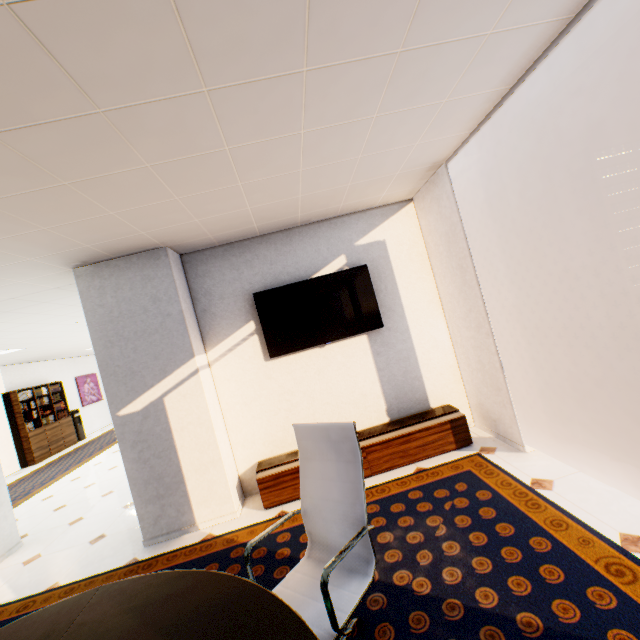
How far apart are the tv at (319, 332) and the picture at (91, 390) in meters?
12.2

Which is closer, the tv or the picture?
the tv

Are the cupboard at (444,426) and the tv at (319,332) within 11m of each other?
yes

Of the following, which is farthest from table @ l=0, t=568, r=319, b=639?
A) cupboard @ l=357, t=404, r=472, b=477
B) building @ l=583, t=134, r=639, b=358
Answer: building @ l=583, t=134, r=639, b=358

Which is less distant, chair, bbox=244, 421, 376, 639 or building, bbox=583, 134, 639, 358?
chair, bbox=244, 421, 376, 639

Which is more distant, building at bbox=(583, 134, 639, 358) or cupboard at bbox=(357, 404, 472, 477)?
building at bbox=(583, 134, 639, 358)

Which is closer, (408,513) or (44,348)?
(408,513)

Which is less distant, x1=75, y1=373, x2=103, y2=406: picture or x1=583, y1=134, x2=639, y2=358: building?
x1=75, y1=373, x2=103, y2=406: picture
